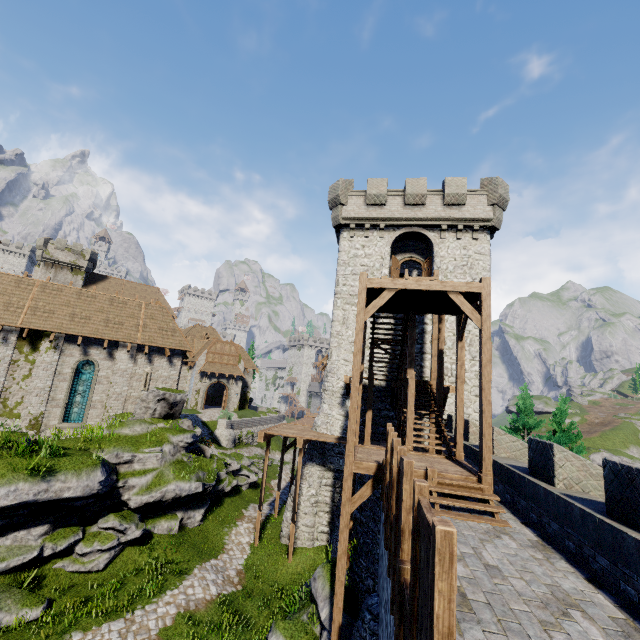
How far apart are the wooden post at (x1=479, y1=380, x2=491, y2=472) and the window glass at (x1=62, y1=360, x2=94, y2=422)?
21.9m

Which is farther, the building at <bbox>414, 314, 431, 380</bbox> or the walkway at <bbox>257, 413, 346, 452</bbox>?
the building at <bbox>414, 314, 431, 380</bbox>

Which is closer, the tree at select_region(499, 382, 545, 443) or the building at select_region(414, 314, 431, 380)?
the building at select_region(414, 314, 431, 380)

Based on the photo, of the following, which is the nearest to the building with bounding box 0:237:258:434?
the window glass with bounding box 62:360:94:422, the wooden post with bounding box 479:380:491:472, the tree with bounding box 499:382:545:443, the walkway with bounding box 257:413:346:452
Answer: the window glass with bounding box 62:360:94:422

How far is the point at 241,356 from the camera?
44.6 meters

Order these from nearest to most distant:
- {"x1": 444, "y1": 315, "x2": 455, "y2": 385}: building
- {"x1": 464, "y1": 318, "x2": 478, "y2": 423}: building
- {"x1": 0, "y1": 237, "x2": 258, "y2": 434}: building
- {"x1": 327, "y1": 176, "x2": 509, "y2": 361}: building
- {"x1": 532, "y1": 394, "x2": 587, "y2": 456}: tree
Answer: {"x1": 0, "y1": 237, "x2": 258, "y2": 434}: building < {"x1": 464, "y1": 318, "x2": 478, "y2": 423}: building < {"x1": 444, "y1": 315, "x2": 455, "y2": 385}: building < {"x1": 327, "y1": 176, "x2": 509, "y2": 361}: building < {"x1": 532, "y1": 394, "x2": 587, "y2": 456}: tree

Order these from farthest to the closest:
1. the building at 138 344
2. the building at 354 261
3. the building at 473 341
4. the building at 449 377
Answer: the building at 354 261
the building at 449 377
the building at 473 341
the building at 138 344

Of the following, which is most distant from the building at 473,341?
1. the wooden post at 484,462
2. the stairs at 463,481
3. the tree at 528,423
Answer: the wooden post at 484,462
